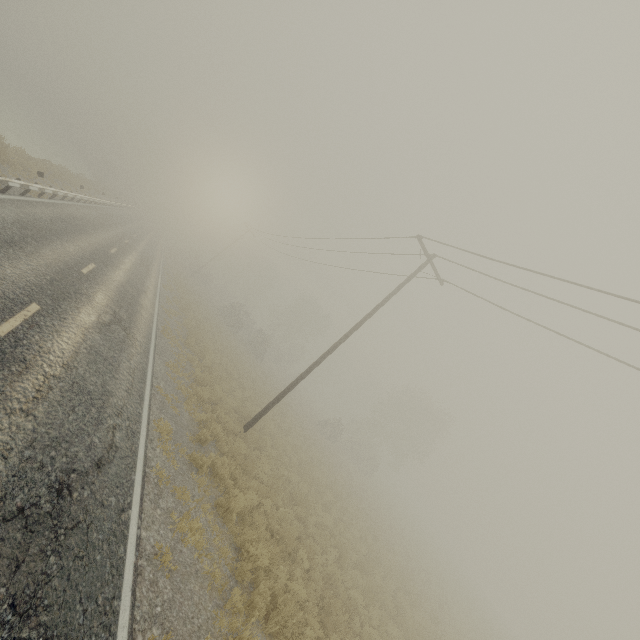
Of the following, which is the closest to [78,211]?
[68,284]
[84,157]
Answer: [68,284]
